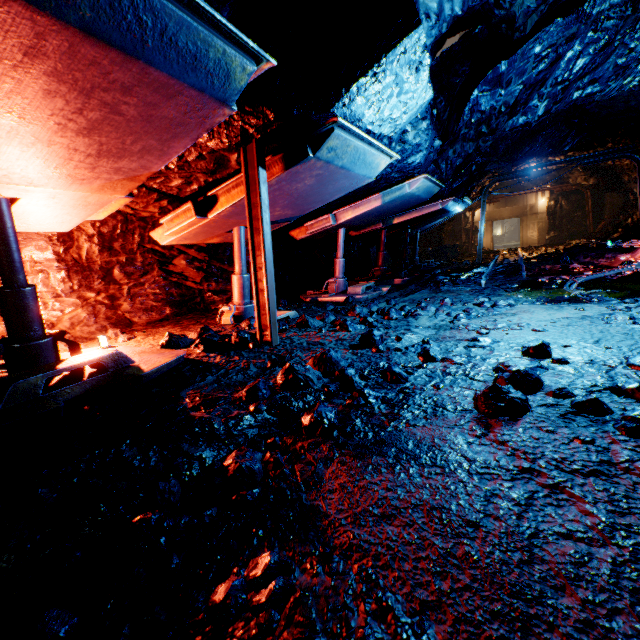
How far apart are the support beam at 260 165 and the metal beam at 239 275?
1.4 meters

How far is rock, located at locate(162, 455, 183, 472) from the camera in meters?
1.7 m

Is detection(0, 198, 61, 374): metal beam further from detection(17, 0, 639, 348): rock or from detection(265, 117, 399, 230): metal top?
detection(265, 117, 399, 230): metal top

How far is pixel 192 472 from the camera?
1.7m

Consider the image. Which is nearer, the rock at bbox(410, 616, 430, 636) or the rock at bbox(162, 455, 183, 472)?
the rock at bbox(410, 616, 430, 636)

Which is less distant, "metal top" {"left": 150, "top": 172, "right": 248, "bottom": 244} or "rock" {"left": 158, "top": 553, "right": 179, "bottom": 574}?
"rock" {"left": 158, "top": 553, "right": 179, "bottom": 574}

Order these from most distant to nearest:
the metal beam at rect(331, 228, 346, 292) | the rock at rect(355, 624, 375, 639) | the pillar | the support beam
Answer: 1. the pillar
2. the metal beam at rect(331, 228, 346, 292)
3. the support beam
4. the rock at rect(355, 624, 375, 639)

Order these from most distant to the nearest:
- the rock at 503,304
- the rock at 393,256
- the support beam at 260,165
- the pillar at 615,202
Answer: the pillar at 615,202
the rock at 393,256
the rock at 503,304
the support beam at 260,165
